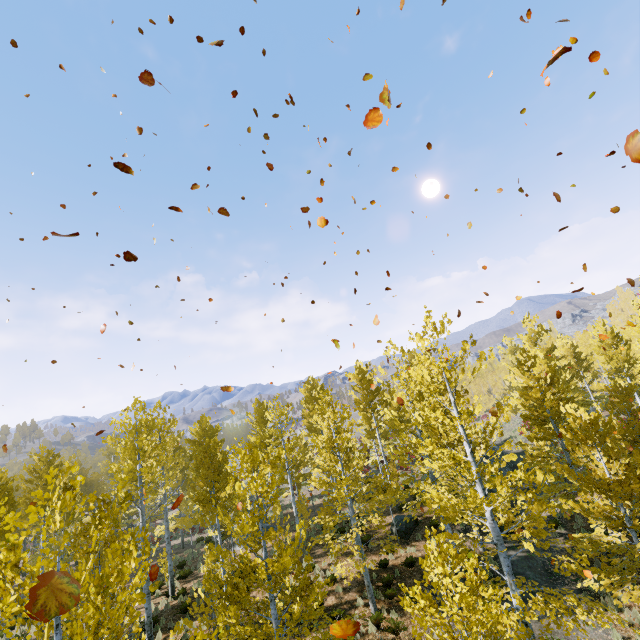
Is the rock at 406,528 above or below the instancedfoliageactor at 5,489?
below

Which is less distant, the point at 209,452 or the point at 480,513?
the point at 480,513

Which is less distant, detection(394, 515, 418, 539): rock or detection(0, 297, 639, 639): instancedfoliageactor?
detection(0, 297, 639, 639): instancedfoliageactor

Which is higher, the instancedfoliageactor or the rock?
the instancedfoliageactor

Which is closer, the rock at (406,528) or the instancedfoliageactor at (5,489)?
the instancedfoliageactor at (5,489)

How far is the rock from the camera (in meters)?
17.42
